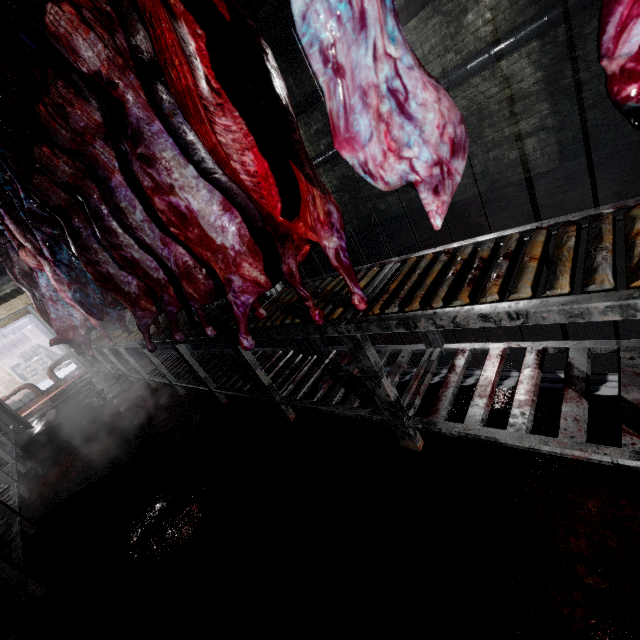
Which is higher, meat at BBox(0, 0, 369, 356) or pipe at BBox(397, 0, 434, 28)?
pipe at BBox(397, 0, 434, 28)

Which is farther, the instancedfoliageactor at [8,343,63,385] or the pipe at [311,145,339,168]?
the instancedfoliageactor at [8,343,63,385]

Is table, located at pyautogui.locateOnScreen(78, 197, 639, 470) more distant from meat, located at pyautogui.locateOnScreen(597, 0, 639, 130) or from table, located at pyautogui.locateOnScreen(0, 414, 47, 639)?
table, located at pyautogui.locateOnScreen(0, 414, 47, 639)

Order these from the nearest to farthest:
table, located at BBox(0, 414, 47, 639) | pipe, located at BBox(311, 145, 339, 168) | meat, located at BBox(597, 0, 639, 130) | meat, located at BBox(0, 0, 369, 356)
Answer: meat, located at BBox(597, 0, 639, 130), meat, located at BBox(0, 0, 369, 356), table, located at BBox(0, 414, 47, 639), pipe, located at BBox(311, 145, 339, 168)

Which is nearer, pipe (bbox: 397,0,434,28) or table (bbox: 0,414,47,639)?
table (bbox: 0,414,47,639)

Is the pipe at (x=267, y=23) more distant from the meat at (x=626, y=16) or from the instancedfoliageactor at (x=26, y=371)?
the instancedfoliageactor at (x=26, y=371)

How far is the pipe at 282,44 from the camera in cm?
450

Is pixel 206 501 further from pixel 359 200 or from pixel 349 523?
pixel 359 200
